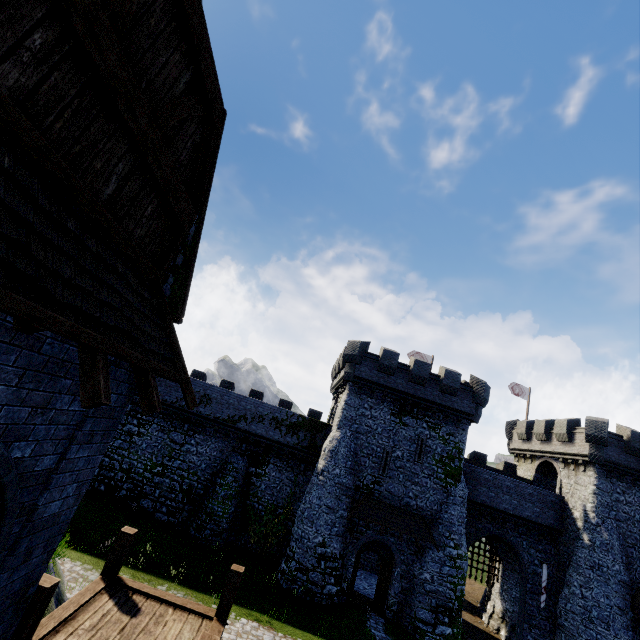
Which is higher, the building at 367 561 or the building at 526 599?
the building at 526 599

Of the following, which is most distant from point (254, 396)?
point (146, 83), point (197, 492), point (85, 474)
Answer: point (146, 83)

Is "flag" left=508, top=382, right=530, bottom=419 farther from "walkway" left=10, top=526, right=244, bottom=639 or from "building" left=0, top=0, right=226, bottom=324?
"building" left=0, top=0, right=226, bottom=324

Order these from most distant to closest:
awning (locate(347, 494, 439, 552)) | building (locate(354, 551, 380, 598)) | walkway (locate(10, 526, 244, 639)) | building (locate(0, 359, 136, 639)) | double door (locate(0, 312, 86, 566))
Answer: building (locate(354, 551, 380, 598)) → awning (locate(347, 494, 439, 552)) → walkway (locate(10, 526, 244, 639)) → building (locate(0, 359, 136, 639)) → double door (locate(0, 312, 86, 566))

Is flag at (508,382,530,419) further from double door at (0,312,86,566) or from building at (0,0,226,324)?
double door at (0,312,86,566)

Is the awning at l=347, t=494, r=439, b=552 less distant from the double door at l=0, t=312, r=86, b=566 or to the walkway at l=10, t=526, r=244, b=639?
the walkway at l=10, t=526, r=244, b=639

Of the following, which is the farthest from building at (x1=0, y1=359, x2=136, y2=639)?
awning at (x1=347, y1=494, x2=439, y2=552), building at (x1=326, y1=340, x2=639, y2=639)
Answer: awning at (x1=347, y1=494, x2=439, y2=552)

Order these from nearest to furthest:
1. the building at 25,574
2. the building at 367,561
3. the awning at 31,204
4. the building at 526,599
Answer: the awning at 31,204, the building at 25,574, the building at 526,599, the building at 367,561
